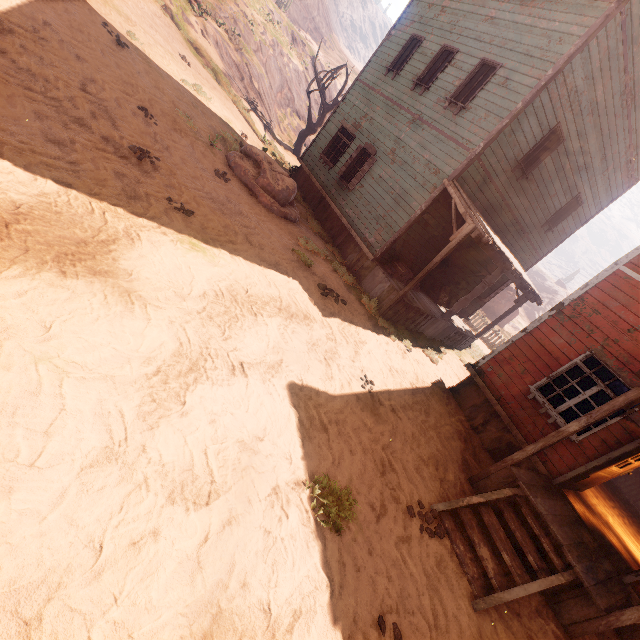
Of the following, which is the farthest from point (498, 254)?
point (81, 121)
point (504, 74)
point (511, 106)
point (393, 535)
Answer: point (81, 121)

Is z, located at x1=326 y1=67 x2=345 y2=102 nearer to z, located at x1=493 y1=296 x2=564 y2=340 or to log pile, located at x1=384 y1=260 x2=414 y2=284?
log pile, located at x1=384 y1=260 x2=414 y2=284

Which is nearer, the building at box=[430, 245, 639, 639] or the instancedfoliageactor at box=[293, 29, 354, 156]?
the building at box=[430, 245, 639, 639]

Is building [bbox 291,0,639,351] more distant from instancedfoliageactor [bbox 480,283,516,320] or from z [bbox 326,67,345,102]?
instancedfoliageactor [bbox 480,283,516,320]

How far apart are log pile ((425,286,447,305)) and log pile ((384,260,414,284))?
1.2 meters

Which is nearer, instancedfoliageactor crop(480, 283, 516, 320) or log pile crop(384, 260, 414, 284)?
log pile crop(384, 260, 414, 284)

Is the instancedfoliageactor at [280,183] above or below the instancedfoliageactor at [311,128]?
below

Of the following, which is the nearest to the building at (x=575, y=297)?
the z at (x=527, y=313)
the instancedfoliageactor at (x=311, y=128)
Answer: the instancedfoliageactor at (x=311, y=128)
